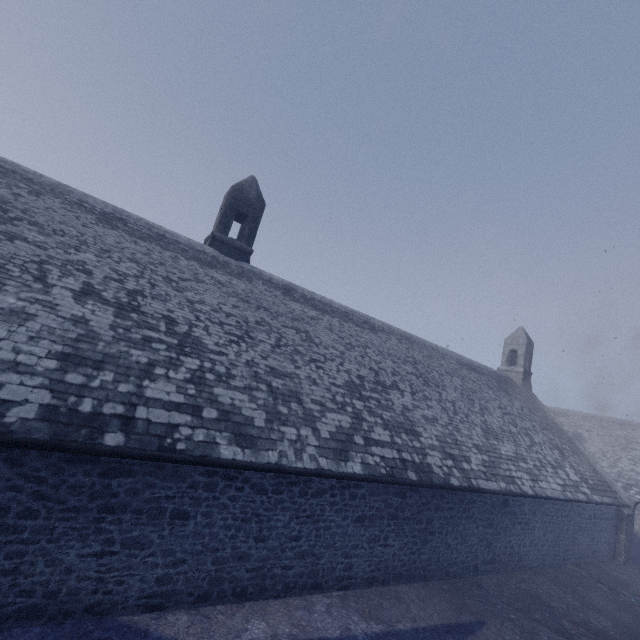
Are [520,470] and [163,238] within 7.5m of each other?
no
